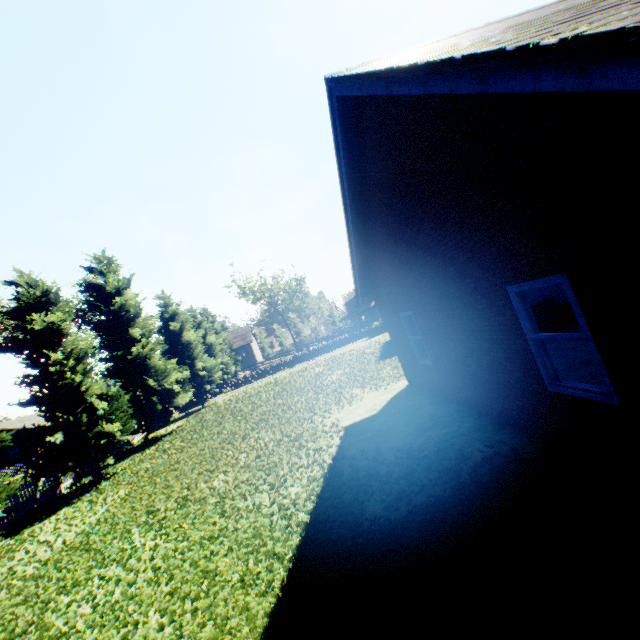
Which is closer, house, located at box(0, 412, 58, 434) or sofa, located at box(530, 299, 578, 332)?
sofa, located at box(530, 299, 578, 332)

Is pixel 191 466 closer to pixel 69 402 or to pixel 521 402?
pixel 69 402

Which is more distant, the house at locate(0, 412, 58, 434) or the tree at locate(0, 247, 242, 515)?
the house at locate(0, 412, 58, 434)

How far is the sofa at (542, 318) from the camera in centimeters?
1043cm

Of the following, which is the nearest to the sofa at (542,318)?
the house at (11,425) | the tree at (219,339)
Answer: the tree at (219,339)

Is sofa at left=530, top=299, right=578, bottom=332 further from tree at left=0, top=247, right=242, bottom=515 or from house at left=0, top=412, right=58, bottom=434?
house at left=0, top=412, right=58, bottom=434

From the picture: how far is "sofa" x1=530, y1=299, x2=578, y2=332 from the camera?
10.4 meters

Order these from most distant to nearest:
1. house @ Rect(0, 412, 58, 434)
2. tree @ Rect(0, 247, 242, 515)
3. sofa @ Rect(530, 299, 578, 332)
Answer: house @ Rect(0, 412, 58, 434), tree @ Rect(0, 247, 242, 515), sofa @ Rect(530, 299, 578, 332)
